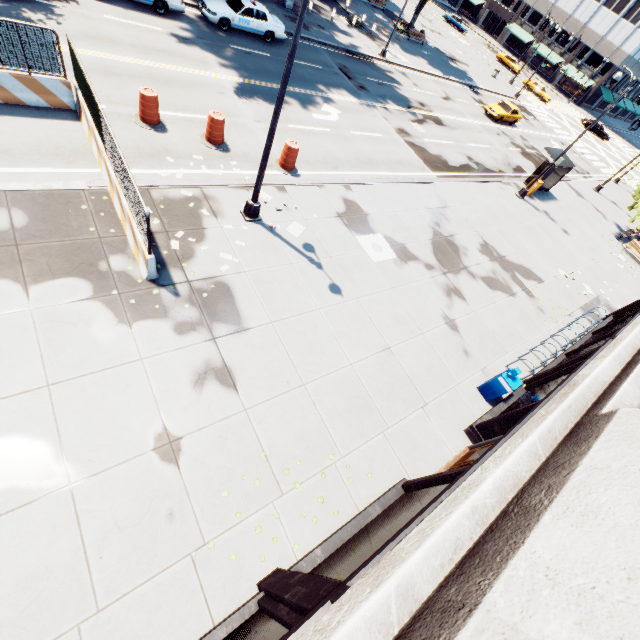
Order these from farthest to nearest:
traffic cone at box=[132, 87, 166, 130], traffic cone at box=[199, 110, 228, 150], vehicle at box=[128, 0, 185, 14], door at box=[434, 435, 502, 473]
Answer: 1. vehicle at box=[128, 0, 185, 14]
2. traffic cone at box=[199, 110, 228, 150]
3. traffic cone at box=[132, 87, 166, 130]
4. door at box=[434, 435, 502, 473]

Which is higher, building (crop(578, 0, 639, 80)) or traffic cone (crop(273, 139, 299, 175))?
building (crop(578, 0, 639, 80))

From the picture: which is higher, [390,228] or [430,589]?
[430,589]

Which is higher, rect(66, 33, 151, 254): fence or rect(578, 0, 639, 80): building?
rect(578, 0, 639, 80): building

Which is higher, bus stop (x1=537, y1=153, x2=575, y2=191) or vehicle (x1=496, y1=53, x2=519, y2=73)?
bus stop (x1=537, y1=153, x2=575, y2=191)

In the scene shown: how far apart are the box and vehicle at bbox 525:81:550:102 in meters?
59.8 m

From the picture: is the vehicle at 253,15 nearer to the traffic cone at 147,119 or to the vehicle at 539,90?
the traffic cone at 147,119

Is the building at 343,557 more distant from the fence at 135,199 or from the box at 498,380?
the fence at 135,199
